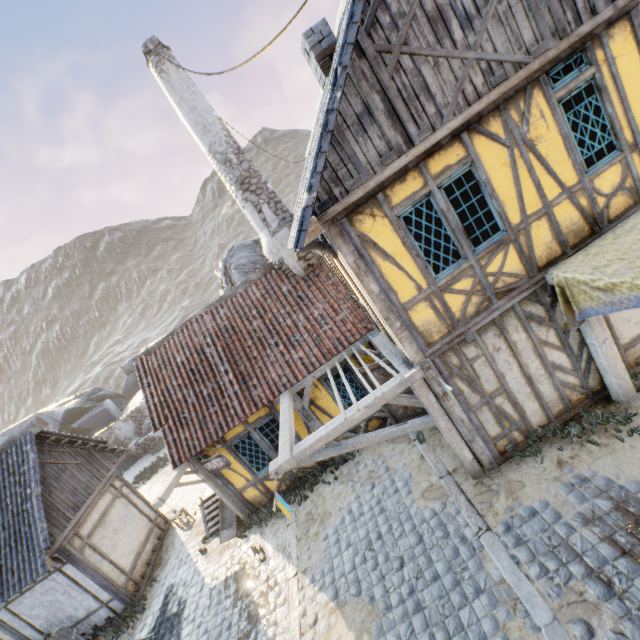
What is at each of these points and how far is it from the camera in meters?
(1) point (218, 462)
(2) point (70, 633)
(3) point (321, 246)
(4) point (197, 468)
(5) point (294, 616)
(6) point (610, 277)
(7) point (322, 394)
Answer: (1) sign, 8.6
(2) barrel, 9.1
(3) wooden structure, 5.5
(4) street light, 9.0
(5) stone blocks, 6.4
(6) fabric, 4.4
(7) building, 9.1

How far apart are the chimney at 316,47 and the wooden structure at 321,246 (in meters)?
3.18

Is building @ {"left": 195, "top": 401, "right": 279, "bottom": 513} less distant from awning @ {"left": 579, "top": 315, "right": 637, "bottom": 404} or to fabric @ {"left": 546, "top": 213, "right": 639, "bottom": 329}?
fabric @ {"left": 546, "top": 213, "right": 639, "bottom": 329}

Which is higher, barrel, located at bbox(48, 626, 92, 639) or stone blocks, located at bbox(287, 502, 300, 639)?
barrel, located at bbox(48, 626, 92, 639)

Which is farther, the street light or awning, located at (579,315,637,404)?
the street light

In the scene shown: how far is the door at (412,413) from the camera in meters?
8.7 m

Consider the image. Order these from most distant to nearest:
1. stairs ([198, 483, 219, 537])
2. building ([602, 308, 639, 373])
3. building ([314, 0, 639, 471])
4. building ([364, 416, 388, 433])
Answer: stairs ([198, 483, 219, 537]) → building ([364, 416, 388, 433]) → building ([602, 308, 639, 373]) → building ([314, 0, 639, 471])

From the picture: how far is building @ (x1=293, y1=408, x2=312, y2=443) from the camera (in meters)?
9.14
